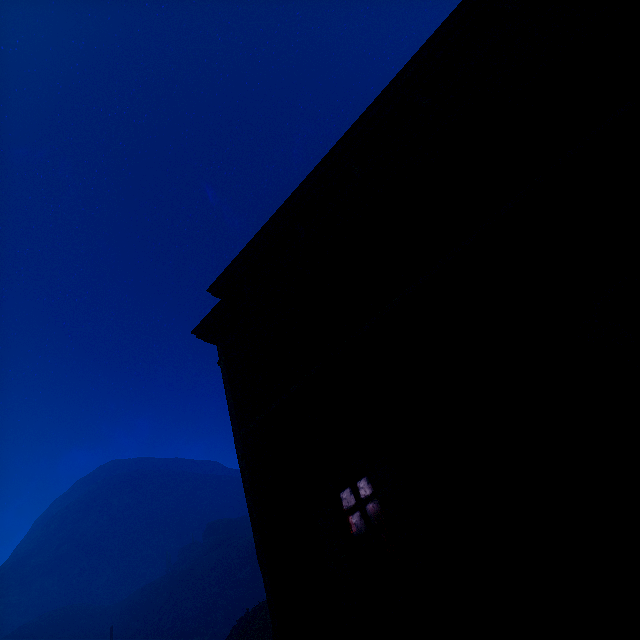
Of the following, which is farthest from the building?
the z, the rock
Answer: the rock

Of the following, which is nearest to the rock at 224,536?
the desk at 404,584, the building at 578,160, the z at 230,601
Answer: the z at 230,601

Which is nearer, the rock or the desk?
the desk

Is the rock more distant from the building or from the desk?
the desk

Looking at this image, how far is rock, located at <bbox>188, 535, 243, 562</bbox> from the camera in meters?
57.9

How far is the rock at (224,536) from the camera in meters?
57.9 m

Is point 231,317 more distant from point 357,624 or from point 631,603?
point 631,603
